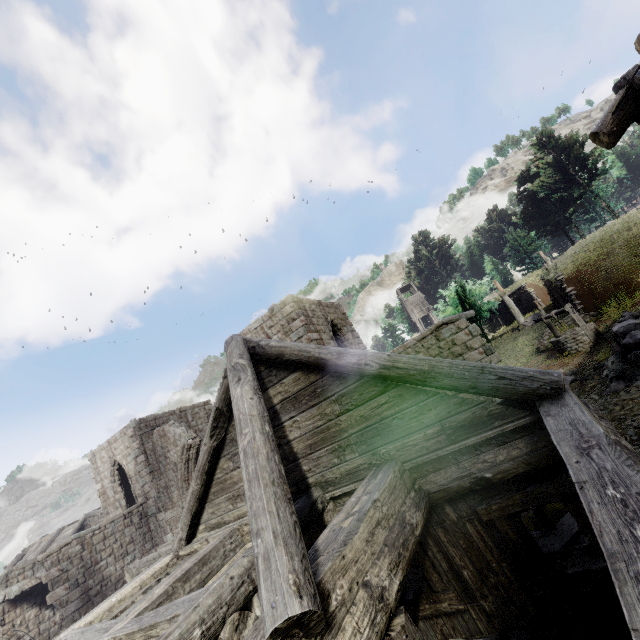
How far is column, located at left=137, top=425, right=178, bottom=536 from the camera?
17.9 meters

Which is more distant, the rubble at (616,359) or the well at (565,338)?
the well at (565,338)

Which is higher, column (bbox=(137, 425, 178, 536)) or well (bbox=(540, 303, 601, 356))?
column (bbox=(137, 425, 178, 536))

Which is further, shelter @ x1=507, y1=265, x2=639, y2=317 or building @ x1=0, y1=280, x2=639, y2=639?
shelter @ x1=507, y1=265, x2=639, y2=317

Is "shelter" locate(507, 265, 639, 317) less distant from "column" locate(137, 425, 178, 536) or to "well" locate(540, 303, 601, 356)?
"well" locate(540, 303, 601, 356)

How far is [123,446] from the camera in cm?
1986

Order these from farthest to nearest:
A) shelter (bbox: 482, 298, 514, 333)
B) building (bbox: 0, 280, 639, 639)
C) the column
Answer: shelter (bbox: 482, 298, 514, 333) < the column < building (bbox: 0, 280, 639, 639)

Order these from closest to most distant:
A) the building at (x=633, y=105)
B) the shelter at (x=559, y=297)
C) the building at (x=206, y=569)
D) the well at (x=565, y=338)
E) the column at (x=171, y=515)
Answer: the building at (x=206, y=569), the building at (x=633, y=105), the well at (x=565, y=338), the shelter at (x=559, y=297), the column at (x=171, y=515)
